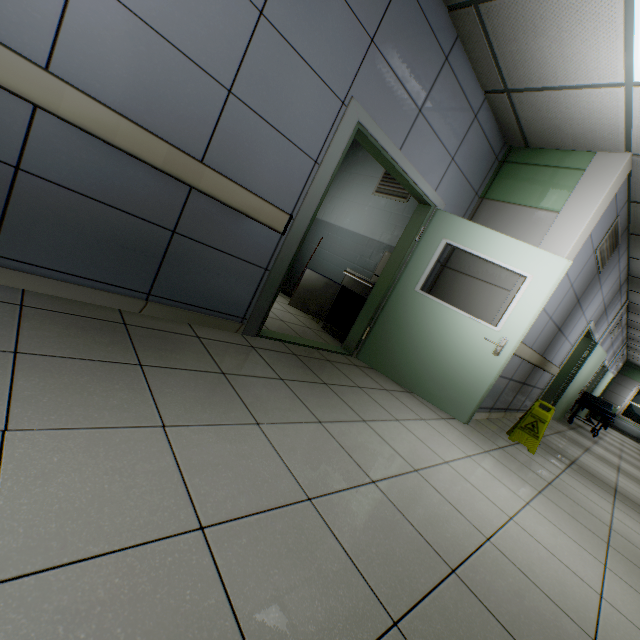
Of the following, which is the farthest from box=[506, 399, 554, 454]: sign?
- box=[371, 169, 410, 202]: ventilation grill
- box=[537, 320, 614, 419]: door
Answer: box=[371, 169, 410, 202]: ventilation grill

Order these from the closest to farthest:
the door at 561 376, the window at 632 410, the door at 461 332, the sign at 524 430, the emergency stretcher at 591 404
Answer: the door at 461 332 < the sign at 524 430 < the door at 561 376 < the emergency stretcher at 591 404 < the window at 632 410

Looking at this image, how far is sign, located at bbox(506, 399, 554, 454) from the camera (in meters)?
3.94

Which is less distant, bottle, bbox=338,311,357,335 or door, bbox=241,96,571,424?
door, bbox=241,96,571,424

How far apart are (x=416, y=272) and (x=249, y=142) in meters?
2.3

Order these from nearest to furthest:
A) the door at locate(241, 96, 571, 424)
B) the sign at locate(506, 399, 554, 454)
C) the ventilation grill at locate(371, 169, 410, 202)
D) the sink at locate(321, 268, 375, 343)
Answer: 1. the door at locate(241, 96, 571, 424)
2. the sign at locate(506, 399, 554, 454)
3. the sink at locate(321, 268, 375, 343)
4. the ventilation grill at locate(371, 169, 410, 202)

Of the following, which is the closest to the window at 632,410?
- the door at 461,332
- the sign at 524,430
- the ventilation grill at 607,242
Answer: the ventilation grill at 607,242

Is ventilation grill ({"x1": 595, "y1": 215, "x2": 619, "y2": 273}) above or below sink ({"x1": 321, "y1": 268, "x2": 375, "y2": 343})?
above
